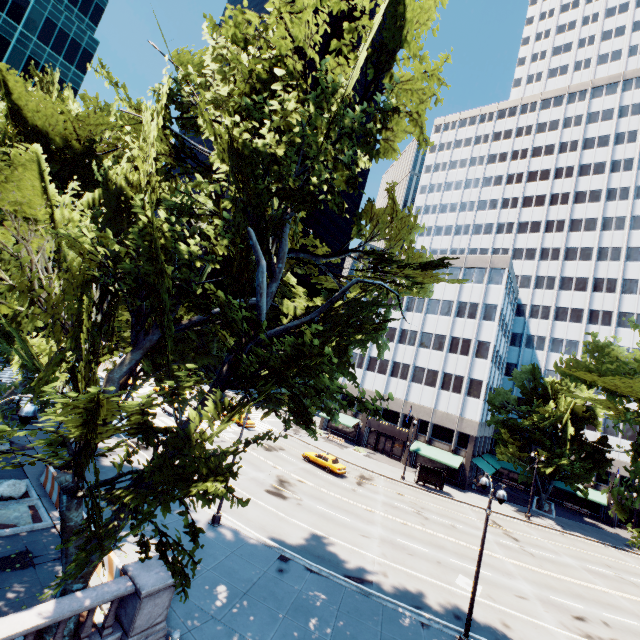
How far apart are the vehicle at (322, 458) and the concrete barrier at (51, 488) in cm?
2306

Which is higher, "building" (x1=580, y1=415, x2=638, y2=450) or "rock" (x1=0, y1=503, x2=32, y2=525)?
"building" (x1=580, y1=415, x2=638, y2=450)

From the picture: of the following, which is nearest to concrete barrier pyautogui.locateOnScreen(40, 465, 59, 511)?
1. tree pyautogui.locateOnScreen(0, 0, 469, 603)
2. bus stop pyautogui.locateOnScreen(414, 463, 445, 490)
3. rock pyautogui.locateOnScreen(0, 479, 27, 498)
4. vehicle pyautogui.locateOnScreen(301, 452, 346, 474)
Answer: rock pyautogui.locateOnScreen(0, 479, 27, 498)

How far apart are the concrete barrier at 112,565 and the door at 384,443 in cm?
4137

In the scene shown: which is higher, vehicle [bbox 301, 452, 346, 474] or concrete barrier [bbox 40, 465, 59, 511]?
vehicle [bbox 301, 452, 346, 474]

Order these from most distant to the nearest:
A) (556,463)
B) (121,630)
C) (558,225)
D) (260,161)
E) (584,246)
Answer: (558,225)
(584,246)
(556,463)
(260,161)
(121,630)

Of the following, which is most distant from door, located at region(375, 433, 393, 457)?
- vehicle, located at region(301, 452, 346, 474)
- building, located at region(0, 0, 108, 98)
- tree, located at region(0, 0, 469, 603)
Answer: building, located at region(0, 0, 108, 98)

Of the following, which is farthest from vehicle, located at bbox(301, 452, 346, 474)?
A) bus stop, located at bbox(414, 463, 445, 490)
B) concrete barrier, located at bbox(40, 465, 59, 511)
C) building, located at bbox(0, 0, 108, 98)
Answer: building, located at bbox(0, 0, 108, 98)
